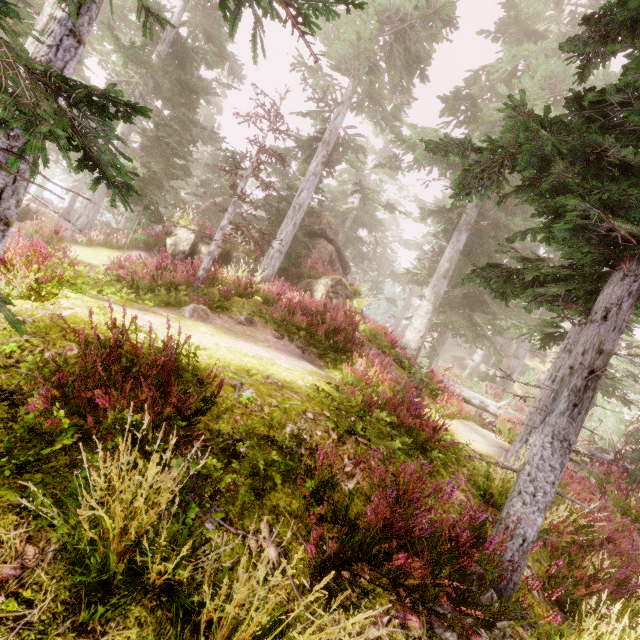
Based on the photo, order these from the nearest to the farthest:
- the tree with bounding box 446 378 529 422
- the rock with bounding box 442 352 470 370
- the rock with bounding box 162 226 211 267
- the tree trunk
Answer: the tree with bounding box 446 378 529 422, the rock with bounding box 162 226 211 267, the tree trunk, the rock with bounding box 442 352 470 370

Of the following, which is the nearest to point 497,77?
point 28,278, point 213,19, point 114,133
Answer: point 213,19

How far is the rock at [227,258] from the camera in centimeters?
1637cm

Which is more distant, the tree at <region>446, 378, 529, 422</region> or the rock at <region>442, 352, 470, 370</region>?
the rock at <region>442, 352, 470, 370</region>

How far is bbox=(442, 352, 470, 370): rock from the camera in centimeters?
3882cm

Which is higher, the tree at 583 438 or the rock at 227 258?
the rock at 227 258

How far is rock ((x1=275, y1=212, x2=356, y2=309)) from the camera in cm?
1417

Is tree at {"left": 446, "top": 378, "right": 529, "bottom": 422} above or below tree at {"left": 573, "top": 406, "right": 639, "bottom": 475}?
below
